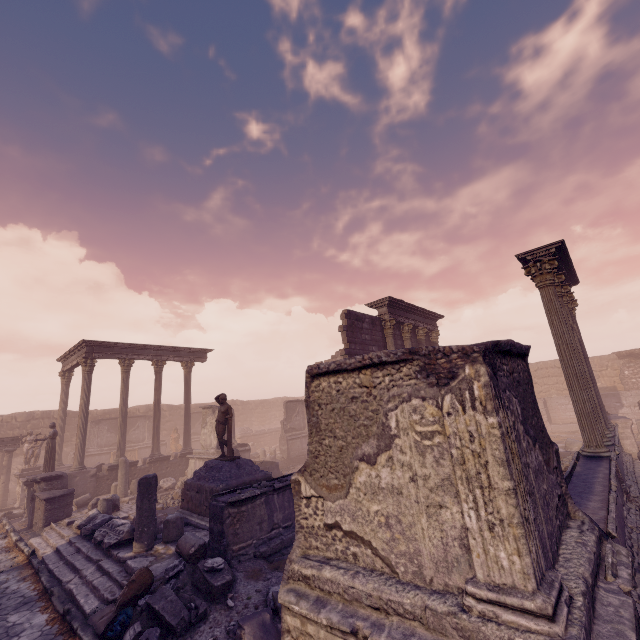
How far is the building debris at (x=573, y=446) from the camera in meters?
14.5

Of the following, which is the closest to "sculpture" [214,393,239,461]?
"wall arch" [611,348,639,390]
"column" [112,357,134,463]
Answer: "column" [112,357,134,463]

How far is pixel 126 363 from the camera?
18.31m

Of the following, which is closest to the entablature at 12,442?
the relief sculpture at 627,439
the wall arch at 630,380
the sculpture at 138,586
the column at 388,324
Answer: the sculpture at 138,586

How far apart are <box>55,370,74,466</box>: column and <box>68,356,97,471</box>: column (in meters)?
4.22

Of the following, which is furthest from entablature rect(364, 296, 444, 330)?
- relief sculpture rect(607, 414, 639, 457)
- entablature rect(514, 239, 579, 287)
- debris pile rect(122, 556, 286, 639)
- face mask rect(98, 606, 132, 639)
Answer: face mask rect(98, 606, 132, 639)

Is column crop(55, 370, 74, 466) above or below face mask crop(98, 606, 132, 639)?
above

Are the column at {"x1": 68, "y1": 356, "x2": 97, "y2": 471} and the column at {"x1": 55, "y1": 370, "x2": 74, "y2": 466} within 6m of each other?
yes
